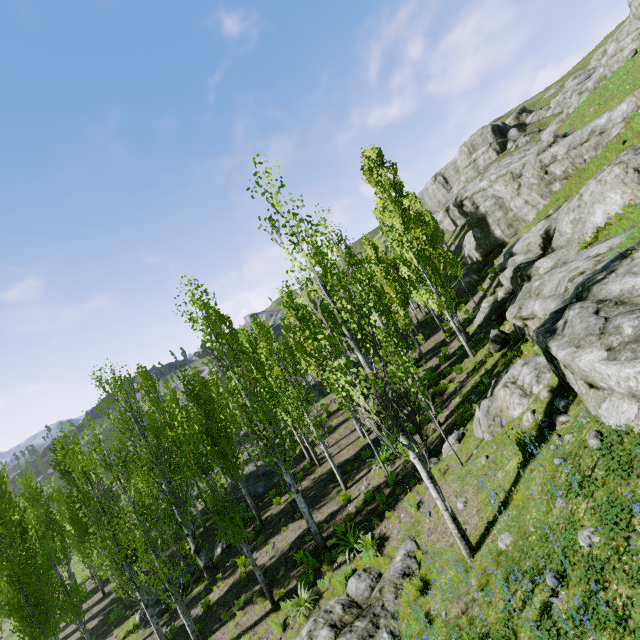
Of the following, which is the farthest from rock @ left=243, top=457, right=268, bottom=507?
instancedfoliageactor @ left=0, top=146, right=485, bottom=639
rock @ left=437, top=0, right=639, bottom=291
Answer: rock @ left=437, top=0, right=639, bottom=291

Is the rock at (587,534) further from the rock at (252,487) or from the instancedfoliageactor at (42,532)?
the rock at (252,487)

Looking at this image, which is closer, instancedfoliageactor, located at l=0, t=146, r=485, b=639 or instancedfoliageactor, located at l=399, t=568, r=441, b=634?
instancedfoliageactor, located at l=399, t=568, r=441, b=634

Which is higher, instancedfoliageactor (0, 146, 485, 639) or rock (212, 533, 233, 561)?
instancedfoliageactor (0, 146, 485, 639)

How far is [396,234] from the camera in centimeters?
3083cm

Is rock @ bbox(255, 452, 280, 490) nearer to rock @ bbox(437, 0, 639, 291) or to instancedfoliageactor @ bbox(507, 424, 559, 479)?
instancedfoliageactor @ bbox(507, 424, 559, 479)

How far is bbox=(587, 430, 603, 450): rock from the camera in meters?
5.4
